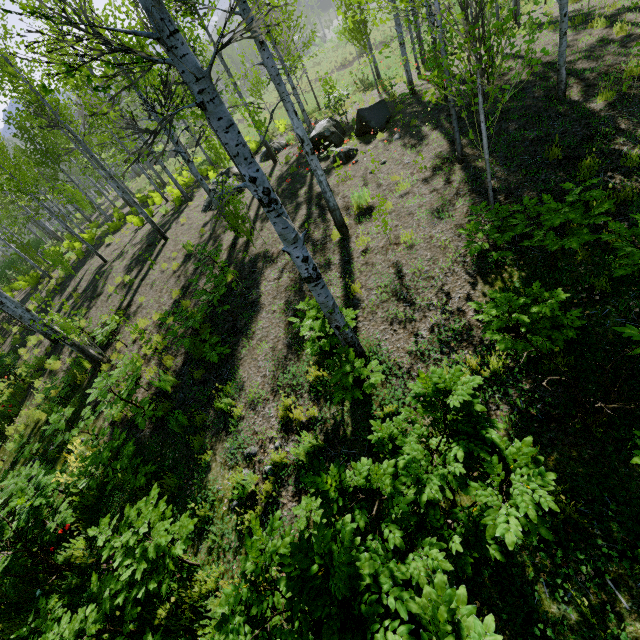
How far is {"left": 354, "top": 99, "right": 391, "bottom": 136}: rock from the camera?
11.3 meters

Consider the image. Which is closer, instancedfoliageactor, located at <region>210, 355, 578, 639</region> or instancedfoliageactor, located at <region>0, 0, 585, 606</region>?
instancedfoliageactor, located at <region>210, 355, 578, 639</region>

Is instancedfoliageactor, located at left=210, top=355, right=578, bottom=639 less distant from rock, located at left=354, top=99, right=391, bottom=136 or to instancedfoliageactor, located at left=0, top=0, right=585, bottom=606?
instancedfoliageactor, located at left=0, top=0, right=585, bottom=606

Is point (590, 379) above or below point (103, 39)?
below

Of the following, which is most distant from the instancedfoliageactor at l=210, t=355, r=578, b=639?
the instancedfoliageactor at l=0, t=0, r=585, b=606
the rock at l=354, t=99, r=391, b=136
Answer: the rock at l=354, t=99, r=391, b=136

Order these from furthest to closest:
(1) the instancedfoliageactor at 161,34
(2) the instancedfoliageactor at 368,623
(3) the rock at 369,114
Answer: (3) the rock at 369,114
(1) the instancedfoliageactor at 161,34
(2) the instancedfoliageactor at 368,623

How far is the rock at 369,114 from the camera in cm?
1126
